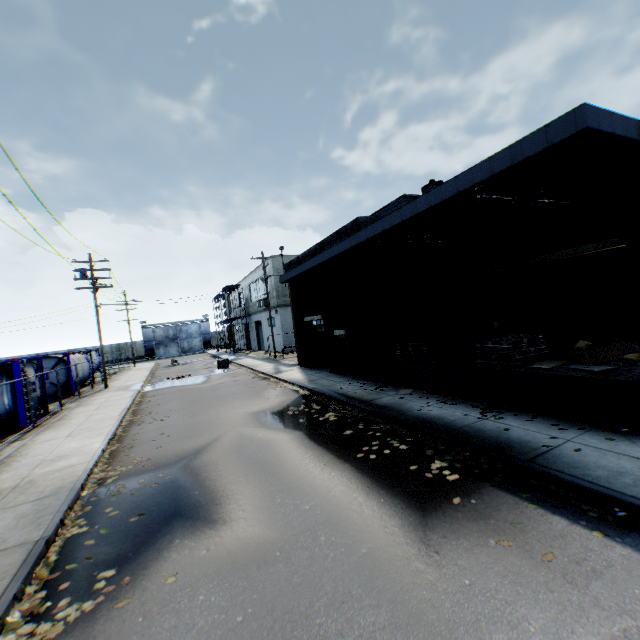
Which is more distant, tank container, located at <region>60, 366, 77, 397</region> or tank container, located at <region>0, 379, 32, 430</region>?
tank container, located at <region>60, 366, 77, 397</region>

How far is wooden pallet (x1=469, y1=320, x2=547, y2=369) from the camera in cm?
875

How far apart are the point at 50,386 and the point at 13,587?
21.79m

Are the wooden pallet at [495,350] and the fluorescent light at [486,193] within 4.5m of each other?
yes

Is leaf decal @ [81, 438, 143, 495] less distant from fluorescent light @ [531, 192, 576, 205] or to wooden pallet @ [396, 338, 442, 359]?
wooden pallet @ [396, 338, 442, 359]

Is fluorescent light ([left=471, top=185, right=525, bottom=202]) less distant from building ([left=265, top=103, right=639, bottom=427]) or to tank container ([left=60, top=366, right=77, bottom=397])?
building ([left=265, top=103, right=639, bottom=427])

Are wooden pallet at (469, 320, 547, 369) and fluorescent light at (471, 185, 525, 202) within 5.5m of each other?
yes

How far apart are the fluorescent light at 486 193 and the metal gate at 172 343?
60.1m
